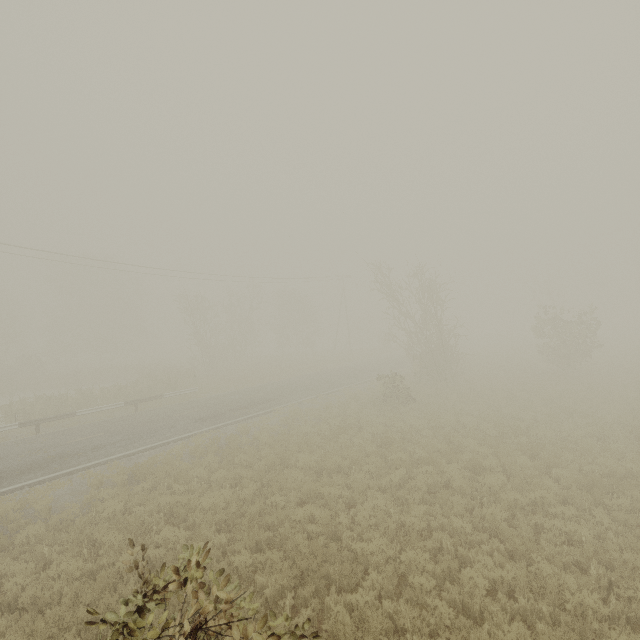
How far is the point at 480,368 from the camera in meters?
29.8
